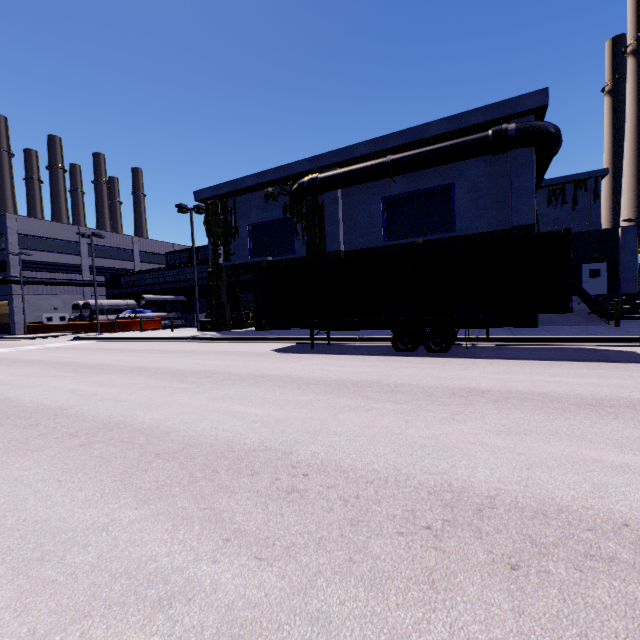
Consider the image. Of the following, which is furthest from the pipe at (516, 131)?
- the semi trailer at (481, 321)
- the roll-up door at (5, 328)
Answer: the roll-up door at (5, 328)

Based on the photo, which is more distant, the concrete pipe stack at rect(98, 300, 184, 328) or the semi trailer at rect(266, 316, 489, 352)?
the concrete pipe stack at rect(98, 300, 184, 328)

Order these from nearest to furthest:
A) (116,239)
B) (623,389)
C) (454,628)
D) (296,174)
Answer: (454,628)
(623,389)
(296,174)
(116,239)

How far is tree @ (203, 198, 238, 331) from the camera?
23.9 meters

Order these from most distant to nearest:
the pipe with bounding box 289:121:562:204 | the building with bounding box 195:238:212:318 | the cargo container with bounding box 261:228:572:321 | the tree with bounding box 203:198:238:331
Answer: the building with bounding box 195:238:212:318
the tree with bounding box 203:198:238:331
the pipe with bounding box 289:121:562:204
the cargo container with bounding box 261:228:572:321

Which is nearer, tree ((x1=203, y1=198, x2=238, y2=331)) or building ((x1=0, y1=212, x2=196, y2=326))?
tree ((x1=203, y1=198, x2=238, y2=331))

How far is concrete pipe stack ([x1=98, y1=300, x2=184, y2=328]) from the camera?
36.0m

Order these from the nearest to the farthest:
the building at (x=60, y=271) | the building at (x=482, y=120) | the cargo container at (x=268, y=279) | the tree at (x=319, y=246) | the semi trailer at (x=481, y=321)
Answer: the cargo container at (x=268, y=279) → the semi trailer at (x=481, y=321) → the building at (x=482, y=120) → the tree at (x=319, y=246) → the building at (x=60, y=271)
